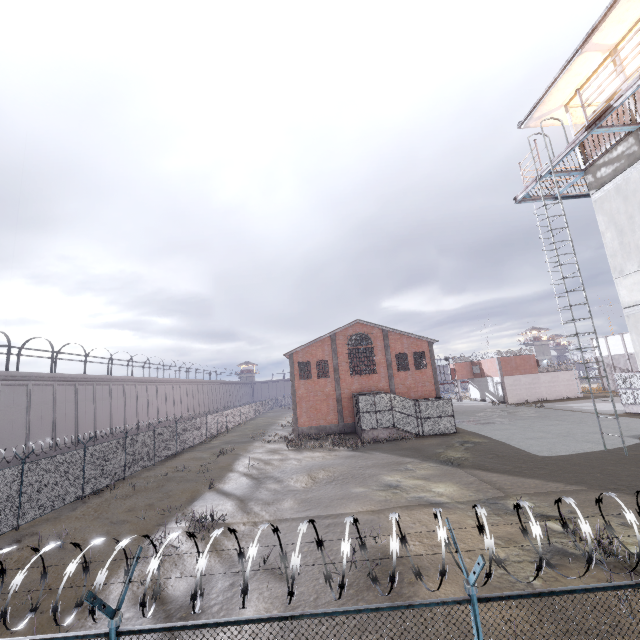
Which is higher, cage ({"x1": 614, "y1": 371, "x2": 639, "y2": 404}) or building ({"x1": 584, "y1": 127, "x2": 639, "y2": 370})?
building ({"x1": 584, "y1": 127, "x2": 639, "y2": 370})

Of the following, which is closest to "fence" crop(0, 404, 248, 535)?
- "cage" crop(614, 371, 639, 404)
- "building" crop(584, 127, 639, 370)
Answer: "building" crop(584, 127, 639, 370)

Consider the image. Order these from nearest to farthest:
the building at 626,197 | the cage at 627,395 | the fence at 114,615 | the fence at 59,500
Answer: the fence at 114,615
the building at 626,197
the fence at 59,500
the cage at 627,395

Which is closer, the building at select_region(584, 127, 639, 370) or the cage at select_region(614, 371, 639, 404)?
the building at select_region(584, 127, 639, 370)

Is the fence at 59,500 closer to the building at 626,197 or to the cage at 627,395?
the building at 626,197

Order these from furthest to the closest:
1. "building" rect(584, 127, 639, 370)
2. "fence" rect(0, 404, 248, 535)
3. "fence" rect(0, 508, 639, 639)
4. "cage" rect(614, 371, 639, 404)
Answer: "cage" rect(614, 371, 639, 404) < "fence" rect(0, 404, 248, 535) < "building" rect(584, 127, 639, 370) < "fence" rect(0, 508, 639, 639)

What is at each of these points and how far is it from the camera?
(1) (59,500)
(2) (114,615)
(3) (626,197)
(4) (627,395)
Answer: (1) fence, 17.0m
(2) fence, 3.5m
(3) building, 9.7m
(4) cage, 31.5m
